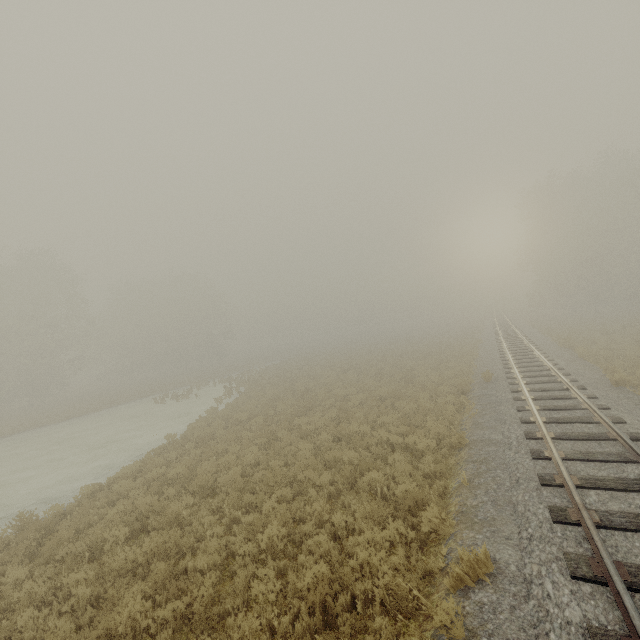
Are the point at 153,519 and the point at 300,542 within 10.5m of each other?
yes
